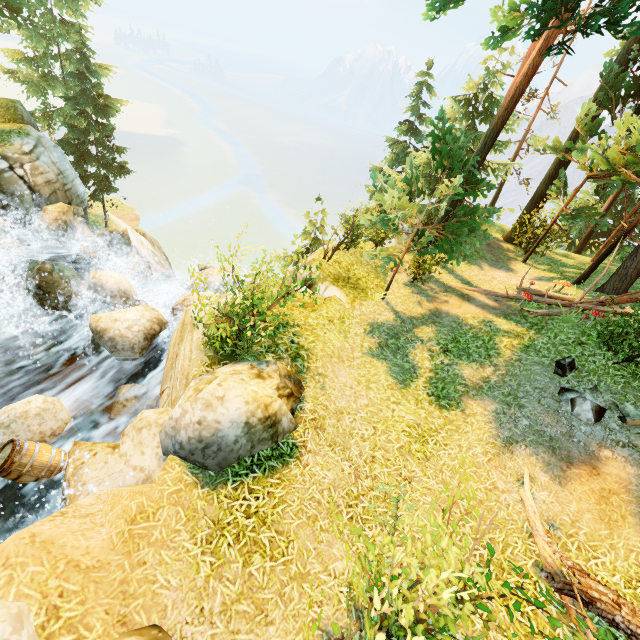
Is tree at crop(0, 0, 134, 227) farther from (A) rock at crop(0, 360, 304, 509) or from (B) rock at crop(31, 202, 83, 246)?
(A) rock at crop(0, 360, 304, 509)

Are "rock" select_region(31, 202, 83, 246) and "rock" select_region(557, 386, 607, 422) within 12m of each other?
no

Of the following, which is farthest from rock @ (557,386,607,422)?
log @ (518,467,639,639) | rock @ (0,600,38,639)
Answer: rock @ (0,600,38,639)

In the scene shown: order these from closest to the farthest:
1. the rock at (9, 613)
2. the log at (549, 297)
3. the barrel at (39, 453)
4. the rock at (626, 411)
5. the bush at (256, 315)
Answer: the rock at (9, 613), the barrel at (39, 453), the bush at (256, 315), the rock at (626, 411), the log at (549, 297)

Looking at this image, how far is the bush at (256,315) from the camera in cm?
651

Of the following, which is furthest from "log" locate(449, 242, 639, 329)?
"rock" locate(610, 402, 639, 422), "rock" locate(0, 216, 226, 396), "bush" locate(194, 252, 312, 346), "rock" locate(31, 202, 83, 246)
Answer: "rock" locate(31, 202, 83, 246)

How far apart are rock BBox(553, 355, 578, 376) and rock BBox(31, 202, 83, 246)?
19.68m

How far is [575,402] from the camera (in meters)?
7.40
